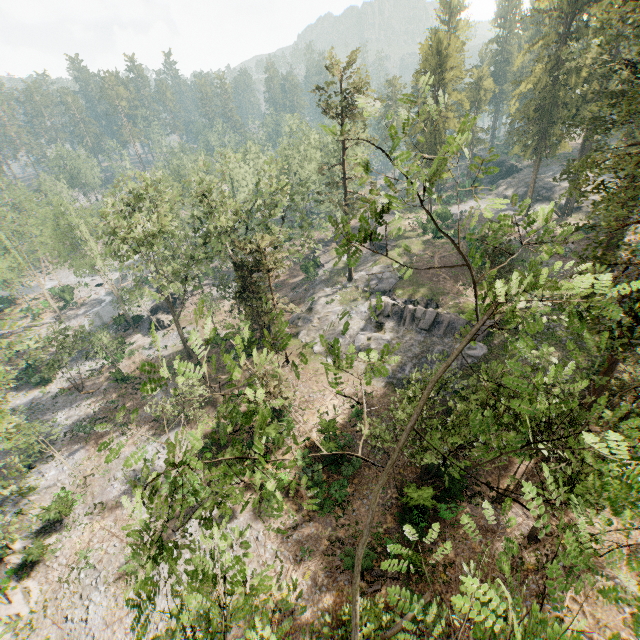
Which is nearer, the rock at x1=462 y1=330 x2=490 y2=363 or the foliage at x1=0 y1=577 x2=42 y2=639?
the foliage at x1=0 y1=577 x2=42 y2=639

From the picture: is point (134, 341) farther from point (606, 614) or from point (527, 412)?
point (606, 614)

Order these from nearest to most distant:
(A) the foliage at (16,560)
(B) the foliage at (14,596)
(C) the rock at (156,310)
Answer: (B) the foliage at (14,596), (A) the foliage at (16,560), (C) the rock at (156,310)

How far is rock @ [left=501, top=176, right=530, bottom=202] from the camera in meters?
56.3 m

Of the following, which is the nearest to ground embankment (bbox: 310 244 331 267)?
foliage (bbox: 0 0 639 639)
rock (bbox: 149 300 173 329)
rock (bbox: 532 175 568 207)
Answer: foliage (bbox: 0 0 639 639)

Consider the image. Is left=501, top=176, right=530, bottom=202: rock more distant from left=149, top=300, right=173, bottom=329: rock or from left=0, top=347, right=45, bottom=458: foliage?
left=149, top=300, right=173, bottom=329: rock

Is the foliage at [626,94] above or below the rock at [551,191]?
above

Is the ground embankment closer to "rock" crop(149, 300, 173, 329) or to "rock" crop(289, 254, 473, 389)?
"rock" crop(289, 254, 473, 389)
